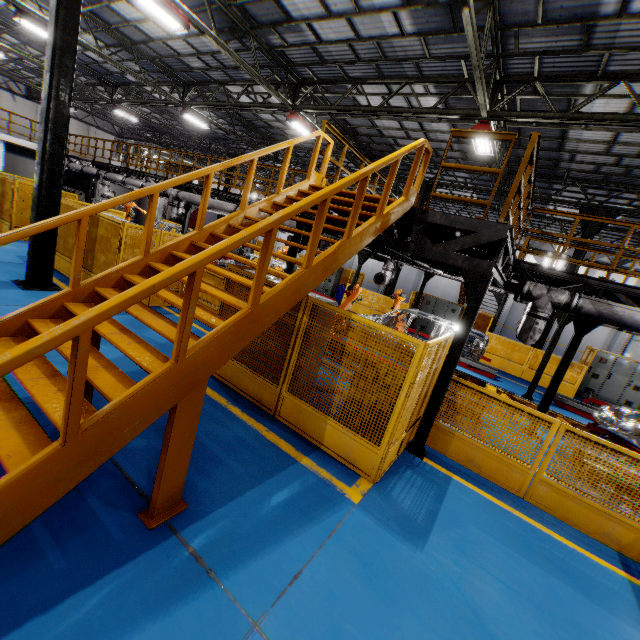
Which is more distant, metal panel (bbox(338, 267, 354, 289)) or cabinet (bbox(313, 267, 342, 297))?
cabinet (bbox(313, 267, 342, 297))

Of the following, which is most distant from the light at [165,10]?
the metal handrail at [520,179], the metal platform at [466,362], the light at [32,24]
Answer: the metal platform at [466,362]

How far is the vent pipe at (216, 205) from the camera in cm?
1303

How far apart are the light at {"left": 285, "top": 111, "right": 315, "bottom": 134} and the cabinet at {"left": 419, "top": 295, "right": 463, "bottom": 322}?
9.9m

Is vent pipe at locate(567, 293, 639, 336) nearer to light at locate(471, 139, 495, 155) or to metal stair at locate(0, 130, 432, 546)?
metal stair at locate(0, 130, 432, 546)

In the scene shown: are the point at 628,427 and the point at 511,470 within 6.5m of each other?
yes

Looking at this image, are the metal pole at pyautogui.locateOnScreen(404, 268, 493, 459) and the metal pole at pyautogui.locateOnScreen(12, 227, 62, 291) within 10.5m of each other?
yes

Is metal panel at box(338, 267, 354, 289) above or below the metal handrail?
below
